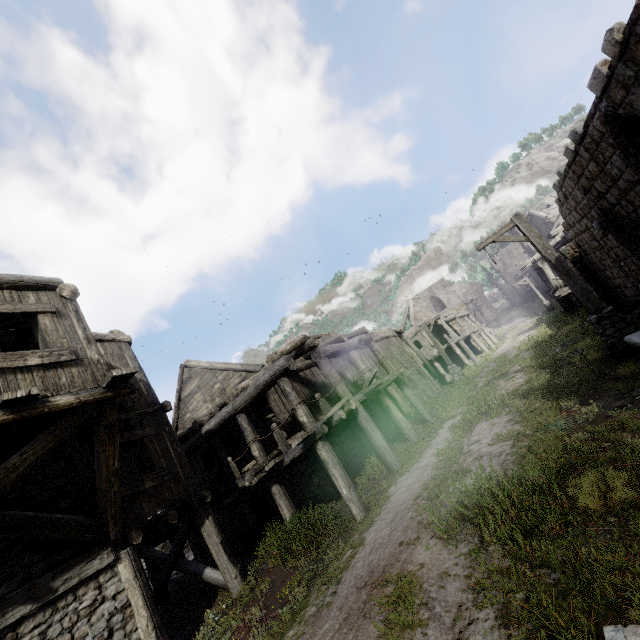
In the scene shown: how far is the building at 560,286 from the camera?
18.4 meters

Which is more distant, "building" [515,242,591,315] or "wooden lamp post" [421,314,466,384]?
"wooden lamp post" [421,314,466,384]

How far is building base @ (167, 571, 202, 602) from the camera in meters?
11.4

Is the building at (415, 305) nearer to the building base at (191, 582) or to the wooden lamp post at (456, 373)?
the building base at (191, 582)

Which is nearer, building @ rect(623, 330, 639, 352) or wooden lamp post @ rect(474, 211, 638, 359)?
building @ rect(623, 330, 639, 352)

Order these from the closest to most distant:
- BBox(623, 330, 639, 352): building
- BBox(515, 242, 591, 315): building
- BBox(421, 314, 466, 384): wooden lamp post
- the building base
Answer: BBox(623, 330, 639, 352): building < the building base < BBox(515, 242, 591, 315): building < BBox(421, 314, 466, 384): wooden lamp post

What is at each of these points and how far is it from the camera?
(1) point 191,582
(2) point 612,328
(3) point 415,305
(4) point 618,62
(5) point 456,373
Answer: (1) building base, 15.0m
(2) wooden lamp post, 8.4m
(3) building, 35.1m
(4) building, 5.6m
(5) wooden lamp post, 22.4m

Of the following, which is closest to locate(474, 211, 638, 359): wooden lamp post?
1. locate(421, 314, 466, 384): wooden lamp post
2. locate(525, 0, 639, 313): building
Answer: locate(525, 0, 639, 313): building
